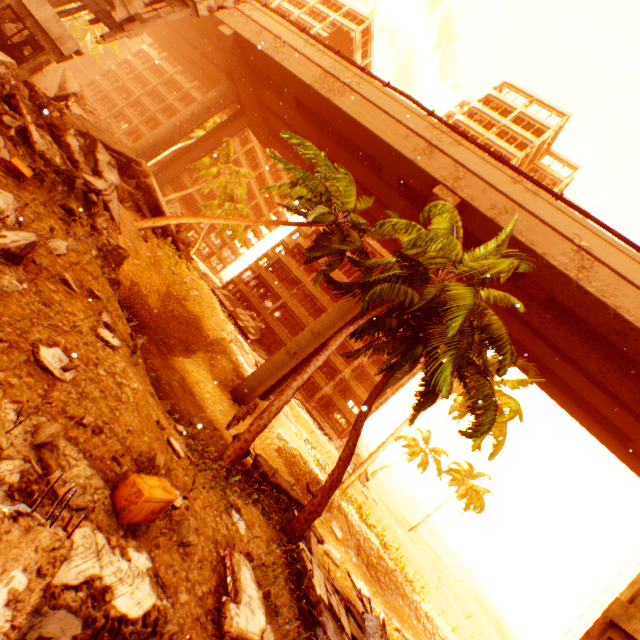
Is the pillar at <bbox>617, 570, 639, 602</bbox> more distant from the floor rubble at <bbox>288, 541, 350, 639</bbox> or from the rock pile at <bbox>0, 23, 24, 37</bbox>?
the rock pile at <bbox>0, 23, 24, 37</bbox>

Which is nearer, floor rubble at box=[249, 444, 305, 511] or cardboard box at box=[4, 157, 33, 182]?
cardboard box at box=[4, 157, 33, 182]

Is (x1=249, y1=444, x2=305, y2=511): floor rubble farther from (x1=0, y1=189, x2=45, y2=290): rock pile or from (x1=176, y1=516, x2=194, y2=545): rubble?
(x1=0, y1=189, x2=45, y2=290): rock pile

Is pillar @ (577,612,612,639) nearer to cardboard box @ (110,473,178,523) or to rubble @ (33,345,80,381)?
rubble @ (33,345,80,381)

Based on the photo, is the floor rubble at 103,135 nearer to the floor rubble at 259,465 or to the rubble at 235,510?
the rubble at 235,510

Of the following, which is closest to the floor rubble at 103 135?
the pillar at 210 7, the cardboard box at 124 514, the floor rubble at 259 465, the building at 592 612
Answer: the pillar at 210 7

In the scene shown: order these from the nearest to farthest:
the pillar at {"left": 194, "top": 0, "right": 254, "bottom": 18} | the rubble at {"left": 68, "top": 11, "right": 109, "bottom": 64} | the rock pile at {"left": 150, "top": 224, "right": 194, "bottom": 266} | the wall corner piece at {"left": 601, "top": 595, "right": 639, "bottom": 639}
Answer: the wall corner piece at {"left": 601, "top": 595, "right": 639, "bottom": 639} → the pillar at {"left": 194, "top": 0, "right": 254, "bottom": 18} → the rock pile at {"left": 150, "top": 224, "right": 194, "bottom": 266} → the rubble at {"left": 68, "top": 11, "right": 109, "bottom": 64}

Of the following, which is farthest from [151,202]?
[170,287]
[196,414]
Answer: [196,414]
